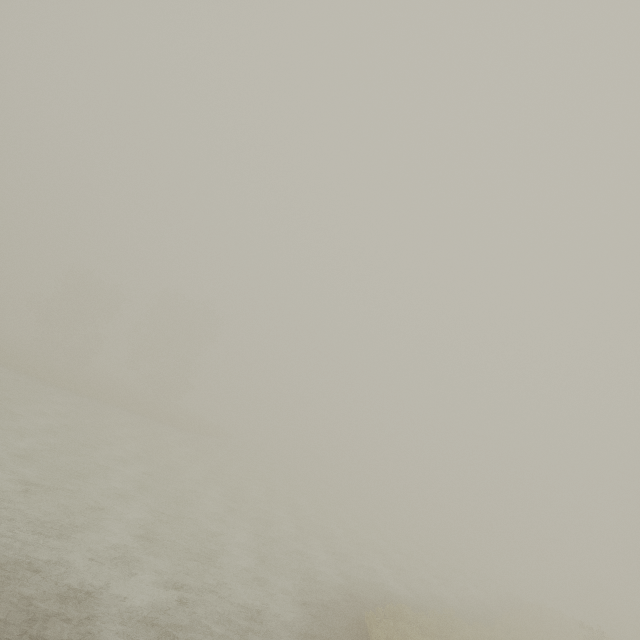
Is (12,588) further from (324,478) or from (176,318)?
(324,478)
